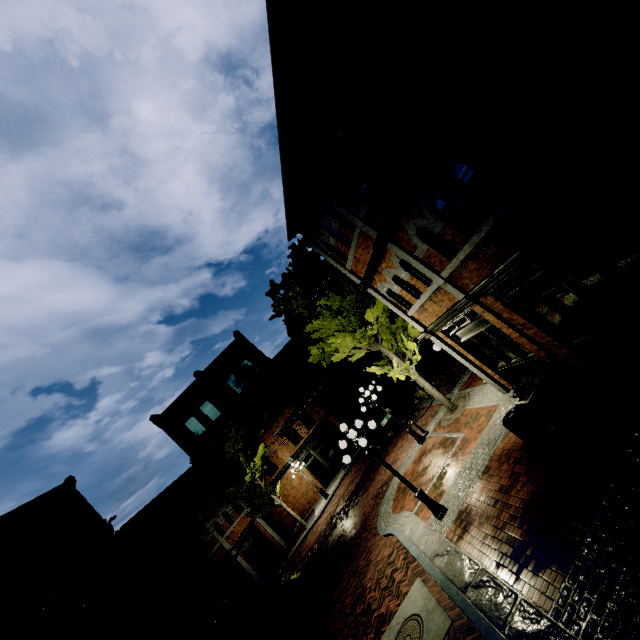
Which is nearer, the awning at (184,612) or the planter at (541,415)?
the planter at (541,415)

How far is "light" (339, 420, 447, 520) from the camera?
8.9m

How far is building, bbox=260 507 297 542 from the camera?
25.83m

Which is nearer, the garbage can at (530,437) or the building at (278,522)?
the garbage can at (530,437)

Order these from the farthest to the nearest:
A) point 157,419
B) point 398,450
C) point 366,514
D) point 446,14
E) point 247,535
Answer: point 157,419
point 247,535
point 398,450
point 366,514
point 446,14

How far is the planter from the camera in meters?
7.4 m

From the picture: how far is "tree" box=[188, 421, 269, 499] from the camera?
23.0m

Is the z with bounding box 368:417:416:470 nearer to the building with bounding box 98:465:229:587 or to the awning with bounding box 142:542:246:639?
the building with bounding box 98:465:229:587
